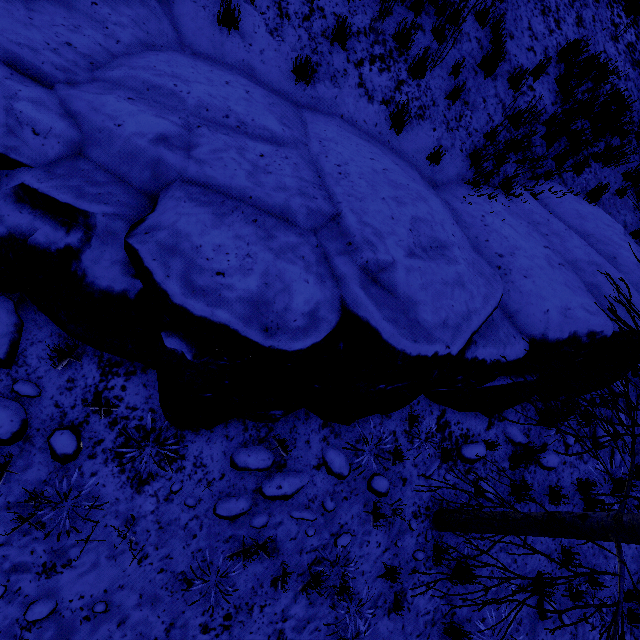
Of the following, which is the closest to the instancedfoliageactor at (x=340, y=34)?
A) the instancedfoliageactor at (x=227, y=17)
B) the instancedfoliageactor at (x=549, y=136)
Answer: the instancedfoliageactor at (x=227, y=17)

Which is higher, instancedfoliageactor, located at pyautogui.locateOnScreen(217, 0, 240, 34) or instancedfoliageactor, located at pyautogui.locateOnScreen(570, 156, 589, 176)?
instancedfoliageactor, located at pyautogui.locateOnScreen(570, 156, 589, 176)

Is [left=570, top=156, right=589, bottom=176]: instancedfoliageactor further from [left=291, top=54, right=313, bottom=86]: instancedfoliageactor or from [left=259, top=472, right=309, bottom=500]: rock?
[left=259, top=472, right=309, bottom=500]: rock

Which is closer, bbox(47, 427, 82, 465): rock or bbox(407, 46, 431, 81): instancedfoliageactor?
bbox(47, 427, 82, 465): rock

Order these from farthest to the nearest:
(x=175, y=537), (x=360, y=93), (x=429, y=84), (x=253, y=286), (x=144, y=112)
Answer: (x=429, y=84) < (x=360, y=93) < (x=175, y=537) < (x=144, y=112) < (x=253, y=286)

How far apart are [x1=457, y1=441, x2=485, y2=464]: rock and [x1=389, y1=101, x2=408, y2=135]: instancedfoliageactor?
5.2m

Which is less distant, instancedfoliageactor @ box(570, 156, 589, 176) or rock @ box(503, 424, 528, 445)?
rock @ box(503, 424, 528, 445)

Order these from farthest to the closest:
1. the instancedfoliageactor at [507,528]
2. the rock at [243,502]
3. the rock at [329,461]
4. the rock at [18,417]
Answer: the rock at [329,461] → the rock at [243,502] → the rock at [18,417] → the instancedfoliageactor at [507,528]
